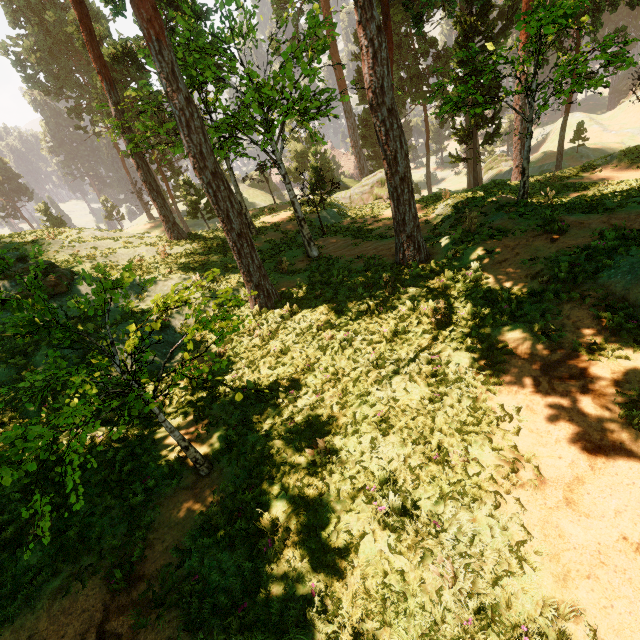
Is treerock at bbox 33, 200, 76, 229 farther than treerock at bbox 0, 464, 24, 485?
Yes

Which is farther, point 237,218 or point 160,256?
point 160,256

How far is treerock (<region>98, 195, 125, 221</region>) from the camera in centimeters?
5665cm

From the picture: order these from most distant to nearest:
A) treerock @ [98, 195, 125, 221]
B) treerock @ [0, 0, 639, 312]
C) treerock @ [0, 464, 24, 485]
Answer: treerock @ [98, 195, 125, 221] < treerock @ [0, 0, 639, 312] < treerock @ [0, 464, 24, 485]

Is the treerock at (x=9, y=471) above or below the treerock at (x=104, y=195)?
above

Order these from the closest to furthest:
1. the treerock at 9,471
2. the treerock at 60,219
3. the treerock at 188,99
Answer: the treerock at 9,471 < the treerock at 188,99 < the treerock at 60,219
